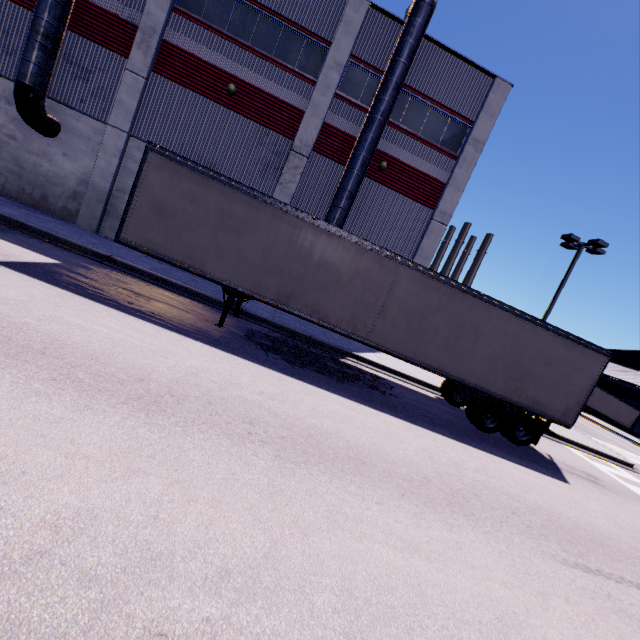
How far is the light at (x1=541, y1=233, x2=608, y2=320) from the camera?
17.13m

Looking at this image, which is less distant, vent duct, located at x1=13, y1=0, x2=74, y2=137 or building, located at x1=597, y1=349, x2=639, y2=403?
vent duct, located at x1=13, y1=0, x2=74, y2=137

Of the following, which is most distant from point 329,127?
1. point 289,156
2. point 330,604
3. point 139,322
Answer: point 330,604

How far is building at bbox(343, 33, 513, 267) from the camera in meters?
15.9

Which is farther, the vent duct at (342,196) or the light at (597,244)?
the light at (597,244)

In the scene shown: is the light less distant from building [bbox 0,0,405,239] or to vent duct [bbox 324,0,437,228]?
building [bbox 0,0,405,239]

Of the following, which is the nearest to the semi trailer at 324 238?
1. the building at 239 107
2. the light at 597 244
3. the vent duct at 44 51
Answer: the building at 239 107

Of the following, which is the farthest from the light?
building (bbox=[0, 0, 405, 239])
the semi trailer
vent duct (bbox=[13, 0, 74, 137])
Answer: vent duct (bbox=[13, 0, 74, 137])
